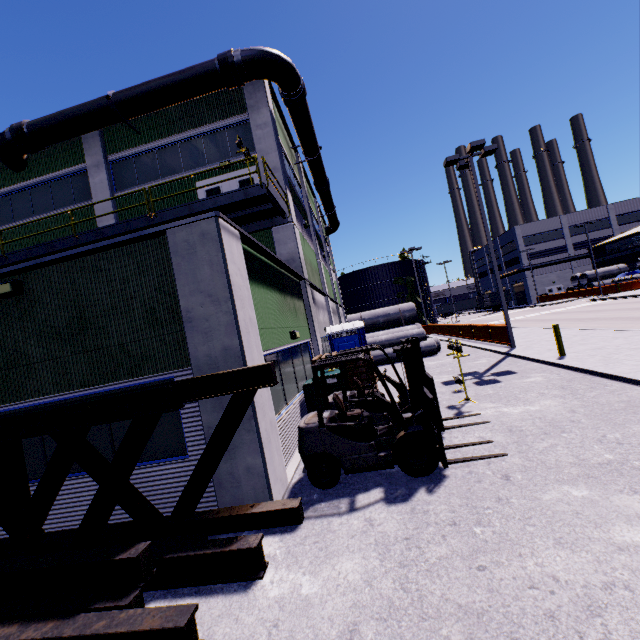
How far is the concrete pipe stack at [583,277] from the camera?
47.5m

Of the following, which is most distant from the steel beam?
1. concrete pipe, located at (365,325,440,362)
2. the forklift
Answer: concrete pipe, located at (365,325,440,362)

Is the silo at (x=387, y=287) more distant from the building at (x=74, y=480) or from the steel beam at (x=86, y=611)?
the steel beam at (x=86, y=611)

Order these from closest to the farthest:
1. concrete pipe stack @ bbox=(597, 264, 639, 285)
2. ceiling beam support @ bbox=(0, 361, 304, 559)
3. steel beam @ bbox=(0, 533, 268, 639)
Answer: steel beam @ bbox=(0, 533, 268, 639), ceiling beam support @ bbox=(0, 361, 304, 559), concrete pipe stack @ bbox=(597, 264, 639, 285)

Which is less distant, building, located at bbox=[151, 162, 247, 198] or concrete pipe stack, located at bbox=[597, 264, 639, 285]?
building, located at bbox=[151, 162, 247, 198]

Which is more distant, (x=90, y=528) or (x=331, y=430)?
(x=331, y=430)

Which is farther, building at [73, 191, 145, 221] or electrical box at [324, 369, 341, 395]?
building at [73, 191, 145, 221]

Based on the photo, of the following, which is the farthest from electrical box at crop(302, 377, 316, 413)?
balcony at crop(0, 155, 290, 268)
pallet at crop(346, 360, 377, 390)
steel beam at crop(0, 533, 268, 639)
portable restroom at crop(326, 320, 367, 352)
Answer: balcony at crop(0, 155, 290, 268)
